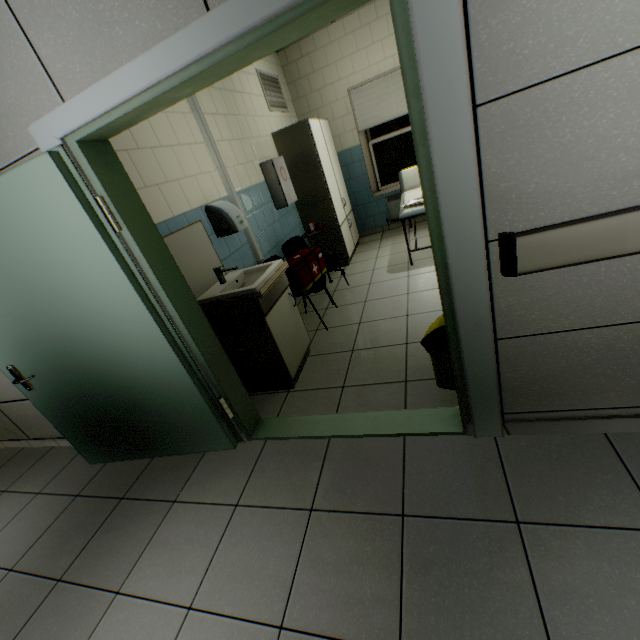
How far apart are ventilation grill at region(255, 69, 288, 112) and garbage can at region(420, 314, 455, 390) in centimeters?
415cm

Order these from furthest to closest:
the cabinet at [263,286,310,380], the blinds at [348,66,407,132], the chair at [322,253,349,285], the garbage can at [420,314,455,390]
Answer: the blinds at [348,66,407,132] < the chair at [322,253,349,285] < the cabinet at [263,286,310,380] < the garbage can at [420,314,455,390]

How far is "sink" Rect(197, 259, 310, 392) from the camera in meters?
2.4 m

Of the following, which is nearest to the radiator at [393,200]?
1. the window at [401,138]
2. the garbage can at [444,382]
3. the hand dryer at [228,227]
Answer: the window at [401,138]

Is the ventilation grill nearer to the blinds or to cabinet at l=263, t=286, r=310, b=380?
the blinds

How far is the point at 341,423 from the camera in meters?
2.2

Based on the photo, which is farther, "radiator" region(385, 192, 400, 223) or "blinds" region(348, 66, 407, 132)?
"radiator" region(385, 192, 400, 223)

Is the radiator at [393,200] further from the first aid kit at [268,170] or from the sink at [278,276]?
the sink at [278,276]
